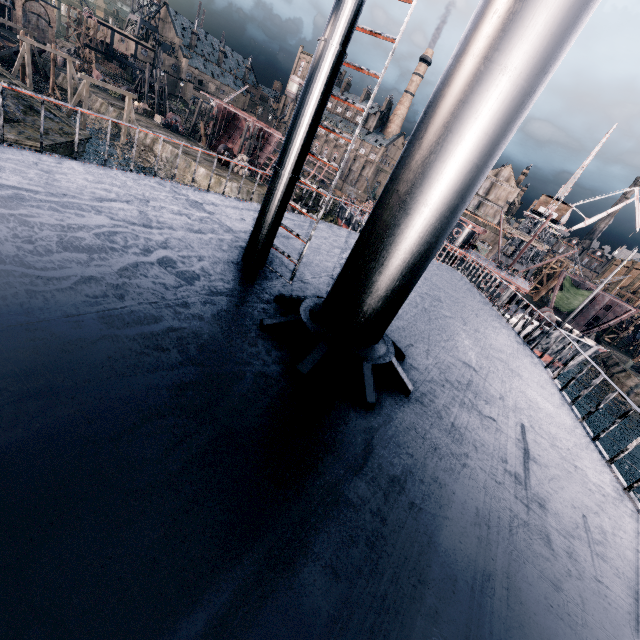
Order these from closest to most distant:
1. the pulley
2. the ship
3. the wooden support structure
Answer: the ship
the wooden support structure
the pulley

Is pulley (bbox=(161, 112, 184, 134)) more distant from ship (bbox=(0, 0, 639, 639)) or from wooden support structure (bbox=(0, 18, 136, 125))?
ship (bbox=(0, 0, 639, 639))

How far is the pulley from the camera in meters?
51.8 m

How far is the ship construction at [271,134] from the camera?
55.0 meters

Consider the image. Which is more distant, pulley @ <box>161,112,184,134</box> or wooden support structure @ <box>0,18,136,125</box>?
pulley @ <box>161,112,184,134</box>

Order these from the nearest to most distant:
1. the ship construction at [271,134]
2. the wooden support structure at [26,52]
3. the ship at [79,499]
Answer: the ship at [79,499] < the wooden support structure at [26,52] < the ship construction at [271,134]

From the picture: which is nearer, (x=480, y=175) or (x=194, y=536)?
(x=194, y=536)

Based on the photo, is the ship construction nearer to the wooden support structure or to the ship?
the wooden support structure
